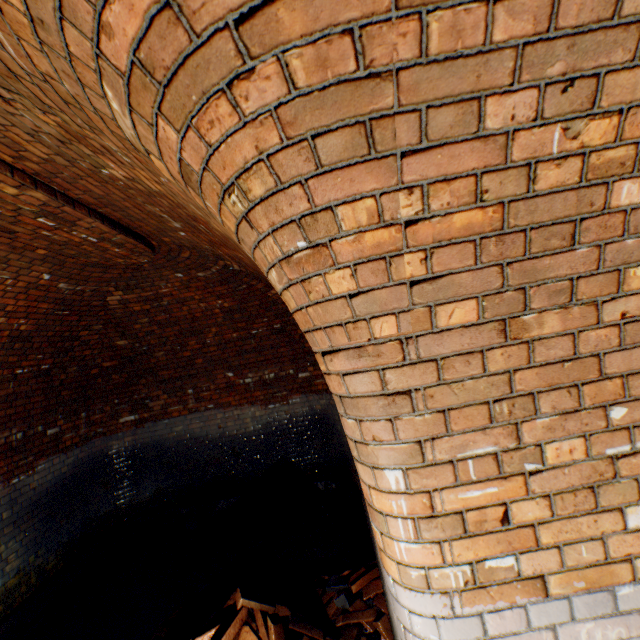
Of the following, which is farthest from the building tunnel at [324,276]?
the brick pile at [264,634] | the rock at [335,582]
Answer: the rock at [335,582]

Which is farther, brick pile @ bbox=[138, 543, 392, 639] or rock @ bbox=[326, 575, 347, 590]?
rock @ bbox=[326, 575, 347, 590]

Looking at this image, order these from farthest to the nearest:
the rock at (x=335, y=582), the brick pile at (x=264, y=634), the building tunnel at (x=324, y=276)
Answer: the rock at (x=335, y=582)
the brick pile at (x=264, y=634)
the building tunnel at (x=324, y=276)

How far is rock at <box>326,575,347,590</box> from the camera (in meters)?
3.12

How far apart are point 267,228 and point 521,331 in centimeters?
92cm

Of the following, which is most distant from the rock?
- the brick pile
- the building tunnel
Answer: the building tunnel

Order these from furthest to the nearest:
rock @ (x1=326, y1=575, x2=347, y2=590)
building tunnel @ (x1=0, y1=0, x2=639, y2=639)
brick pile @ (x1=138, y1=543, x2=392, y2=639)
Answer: rock @ (x1=326, y1=575, x2=347, y2=590), brick pile @ (x1=138, y1=543, x2=392, y2=639), building tunnel @ (x1=0, y1=0, x2=639, y2=639)
